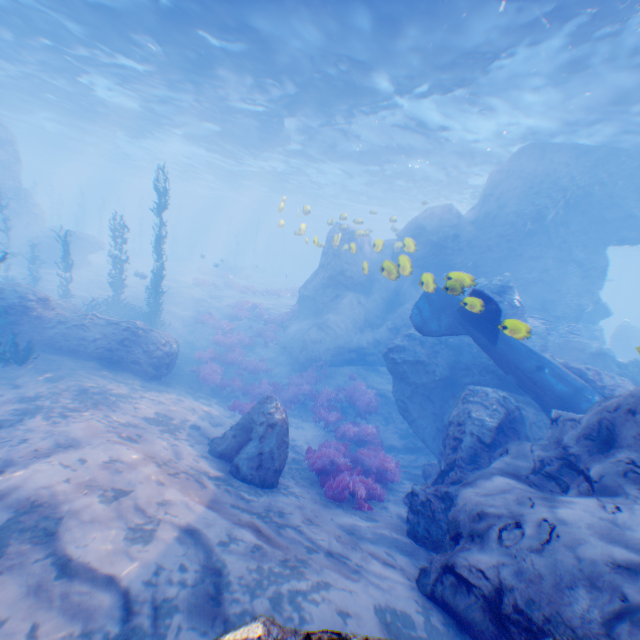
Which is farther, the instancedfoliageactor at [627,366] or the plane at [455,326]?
the instancedfoliageactor at [627,366]

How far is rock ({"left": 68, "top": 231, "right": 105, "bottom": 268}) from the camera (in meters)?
26.91

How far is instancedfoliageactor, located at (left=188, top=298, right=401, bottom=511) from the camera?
8.6m

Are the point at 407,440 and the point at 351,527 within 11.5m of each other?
yes

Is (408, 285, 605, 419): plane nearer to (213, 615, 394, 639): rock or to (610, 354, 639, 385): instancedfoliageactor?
(213, 615, 394, 639): rock

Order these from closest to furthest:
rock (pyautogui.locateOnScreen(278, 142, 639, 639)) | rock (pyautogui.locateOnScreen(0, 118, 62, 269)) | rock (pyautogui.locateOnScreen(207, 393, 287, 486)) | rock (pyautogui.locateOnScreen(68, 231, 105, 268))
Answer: rock (pyautogui.locateOnScreen(278, 142, 639, 639)), rock (pyautogui.locateOnScreen(207, 393, 287, 486)), rock (pyautogui.locateOnScreen(0, 118, 62, 269)), rock (pyautogui.locateOnScreen(68, 231, 105, 268))

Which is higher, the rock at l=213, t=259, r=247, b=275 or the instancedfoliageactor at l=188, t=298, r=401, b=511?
the rock at l=213, t=259, r=247, b=275

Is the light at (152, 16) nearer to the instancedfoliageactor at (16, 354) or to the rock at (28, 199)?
the rock at (28, 199)
